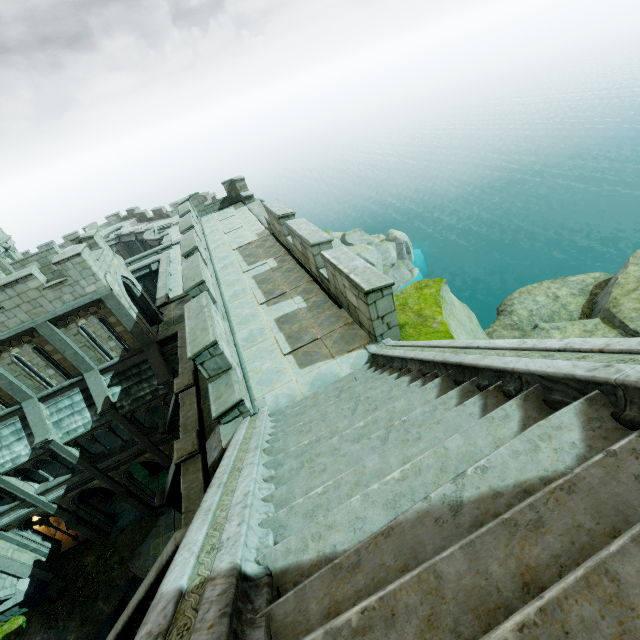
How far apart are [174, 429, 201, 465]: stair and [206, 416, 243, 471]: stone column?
4.00m

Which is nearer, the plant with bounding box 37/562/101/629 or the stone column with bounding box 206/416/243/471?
the stone column with bounding box 206/416/243/471

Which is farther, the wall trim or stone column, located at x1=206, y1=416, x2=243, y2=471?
the wall trim

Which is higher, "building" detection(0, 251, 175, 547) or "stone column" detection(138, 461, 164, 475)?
"building" detection(0, 251, 175, 547)

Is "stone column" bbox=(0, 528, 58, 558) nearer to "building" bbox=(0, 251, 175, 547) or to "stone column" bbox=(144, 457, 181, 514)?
"building" bbox=(0, 251, 175, 547)

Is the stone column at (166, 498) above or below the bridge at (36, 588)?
above

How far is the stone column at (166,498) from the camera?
11.18m

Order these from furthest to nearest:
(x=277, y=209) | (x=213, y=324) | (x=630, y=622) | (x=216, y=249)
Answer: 1. (x=216, y=249)
2. (x=277, y=209)
3. (x=213, y=324)
4. (x=630, y=622)
